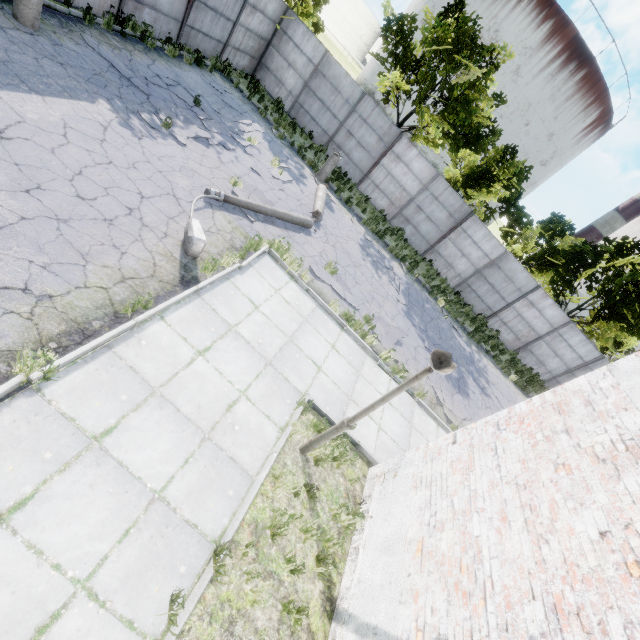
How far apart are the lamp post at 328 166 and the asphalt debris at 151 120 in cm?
762

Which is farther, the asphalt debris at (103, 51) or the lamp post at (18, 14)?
the asphalt debris at (103, 51)

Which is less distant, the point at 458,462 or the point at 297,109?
the point at 458,462

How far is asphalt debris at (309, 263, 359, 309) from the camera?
9.9m

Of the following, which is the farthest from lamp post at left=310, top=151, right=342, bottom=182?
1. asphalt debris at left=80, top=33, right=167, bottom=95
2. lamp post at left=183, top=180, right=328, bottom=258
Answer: asphalt debris at left=80, top=33, right=167, bottom=95

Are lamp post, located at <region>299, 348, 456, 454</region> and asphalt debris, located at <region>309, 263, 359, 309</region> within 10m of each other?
yes

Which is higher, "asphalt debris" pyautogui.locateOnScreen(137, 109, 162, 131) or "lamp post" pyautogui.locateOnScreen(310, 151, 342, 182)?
"lamp post" pyautogui.locateOnScreen(310, 151, 342, 182)

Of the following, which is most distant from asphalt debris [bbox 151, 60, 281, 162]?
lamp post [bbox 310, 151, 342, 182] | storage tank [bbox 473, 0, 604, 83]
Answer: storage tank [bbox 473, 0, 604, 83]
